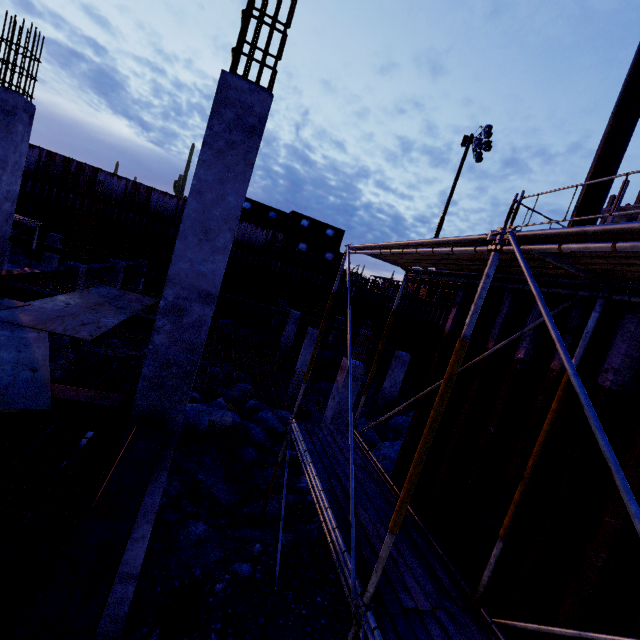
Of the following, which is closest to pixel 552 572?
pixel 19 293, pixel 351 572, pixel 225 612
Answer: pixel 351 572

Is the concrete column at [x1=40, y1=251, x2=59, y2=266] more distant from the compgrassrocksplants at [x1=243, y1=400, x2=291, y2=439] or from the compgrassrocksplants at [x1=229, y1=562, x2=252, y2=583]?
the compgrassrocksplants at [x1=229, y1=562, x2=252, y2=583]

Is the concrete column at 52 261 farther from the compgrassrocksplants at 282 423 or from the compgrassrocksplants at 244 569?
the compgrassrocksplants at 244 569

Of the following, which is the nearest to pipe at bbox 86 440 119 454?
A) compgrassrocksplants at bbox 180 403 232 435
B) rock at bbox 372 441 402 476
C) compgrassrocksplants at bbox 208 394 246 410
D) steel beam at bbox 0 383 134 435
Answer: compgrassrocksplants at bbox 180 403 232 435

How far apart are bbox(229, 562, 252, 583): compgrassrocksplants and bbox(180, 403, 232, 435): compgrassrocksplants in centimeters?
471cm

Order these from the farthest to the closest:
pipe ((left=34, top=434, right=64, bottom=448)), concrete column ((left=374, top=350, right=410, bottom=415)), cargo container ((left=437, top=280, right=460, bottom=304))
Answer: cargo container ((left=437, top=280, right=460, bottom=304)) < concrete column ((left=374, top=350, right=410, bottom=415)) < pipe ((left=34, top=434, right=64, bottom=448))

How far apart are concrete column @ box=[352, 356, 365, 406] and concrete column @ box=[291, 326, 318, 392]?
4.33m

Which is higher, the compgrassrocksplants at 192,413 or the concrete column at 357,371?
the concrete column at 357,371
